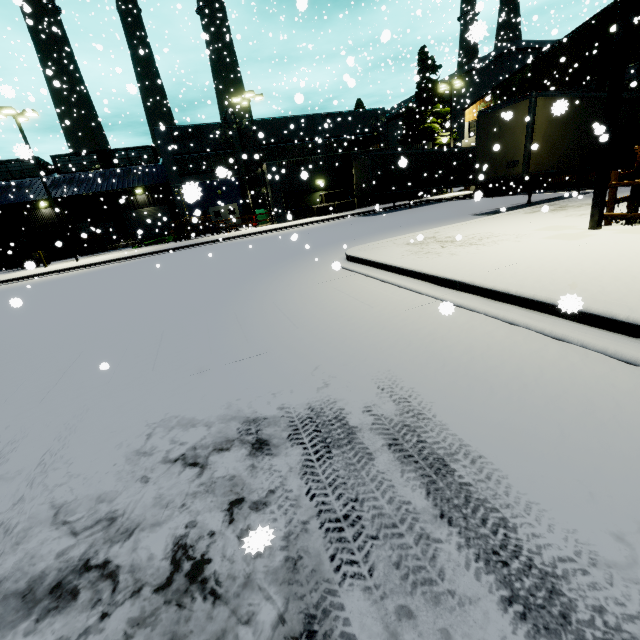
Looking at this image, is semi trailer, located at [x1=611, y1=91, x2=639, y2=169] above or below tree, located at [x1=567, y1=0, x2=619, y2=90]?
below

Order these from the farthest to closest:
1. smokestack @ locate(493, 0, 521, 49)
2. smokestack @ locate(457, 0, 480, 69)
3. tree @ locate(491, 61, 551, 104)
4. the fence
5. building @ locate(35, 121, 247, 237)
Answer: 1. smokestack @ locate(493, 0, 521, 49)
2. building @ locate(35, 121, 247, 237)
3. tree @ locate(491, 61, 551, 104)
4. the fence
5. smokestack @ locate(457, 0, 480, 69)

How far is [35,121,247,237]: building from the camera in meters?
30.7 m

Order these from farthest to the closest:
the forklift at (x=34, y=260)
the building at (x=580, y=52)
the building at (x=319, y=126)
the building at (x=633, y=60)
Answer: the building at (x=319, y=126), the forklift at (x=34, y=260), the building at (x=580, y=52), the building at (x=633, y=60)

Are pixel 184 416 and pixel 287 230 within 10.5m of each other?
no

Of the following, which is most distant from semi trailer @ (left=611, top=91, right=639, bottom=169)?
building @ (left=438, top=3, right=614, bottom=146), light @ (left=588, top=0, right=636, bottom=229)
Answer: light @ (left=588, top=0, right=636, bottom=229)

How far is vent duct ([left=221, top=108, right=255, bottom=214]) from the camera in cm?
3114

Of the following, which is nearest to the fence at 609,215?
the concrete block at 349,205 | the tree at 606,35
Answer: the concrete block at 349,205
